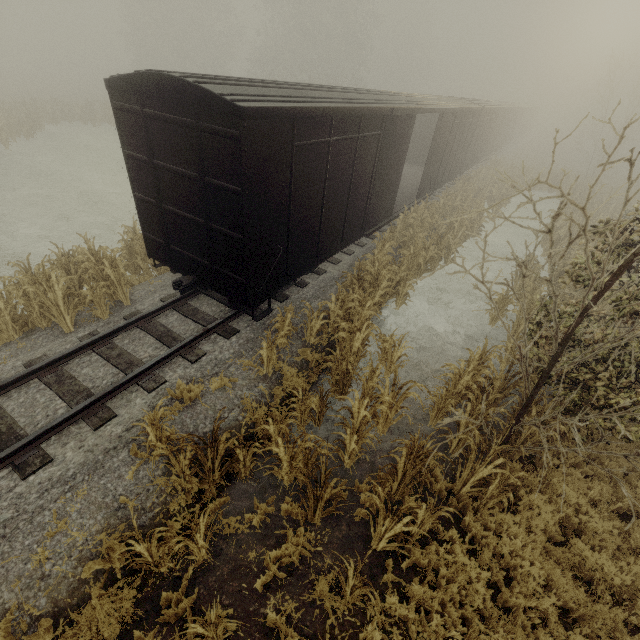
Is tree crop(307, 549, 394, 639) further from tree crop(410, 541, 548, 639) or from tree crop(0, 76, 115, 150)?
tree crop(0, 76, 115, 150)

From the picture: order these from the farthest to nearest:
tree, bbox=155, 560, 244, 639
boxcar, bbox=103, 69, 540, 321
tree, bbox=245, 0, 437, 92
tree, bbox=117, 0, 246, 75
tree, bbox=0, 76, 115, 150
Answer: tree, bbox=117, 0, 246, 75
tree, bbox=245, 0, 437, 92
tree, bbox=0, 76, 115, 150
boxcar, bbox=103, 69, 540, 321
tree, bbox=155, 560, 244, 639

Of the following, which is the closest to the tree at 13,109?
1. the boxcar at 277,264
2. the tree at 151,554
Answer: the boxcar at 277,264

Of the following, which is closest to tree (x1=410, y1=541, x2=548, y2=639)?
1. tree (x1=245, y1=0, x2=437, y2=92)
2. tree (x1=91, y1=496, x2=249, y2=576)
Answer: tree (x1=91, y1=496, x2=249, y2=576)

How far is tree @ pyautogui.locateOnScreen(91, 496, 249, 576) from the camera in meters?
4.1

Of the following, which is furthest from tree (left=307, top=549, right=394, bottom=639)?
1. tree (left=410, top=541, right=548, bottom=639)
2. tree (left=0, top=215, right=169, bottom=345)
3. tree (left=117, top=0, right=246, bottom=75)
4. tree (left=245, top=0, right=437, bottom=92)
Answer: tree (left=245, top=0, right=437, bottom=92)

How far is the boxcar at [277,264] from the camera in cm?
531

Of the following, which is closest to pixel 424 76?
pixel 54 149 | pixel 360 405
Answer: pixel 54 149
